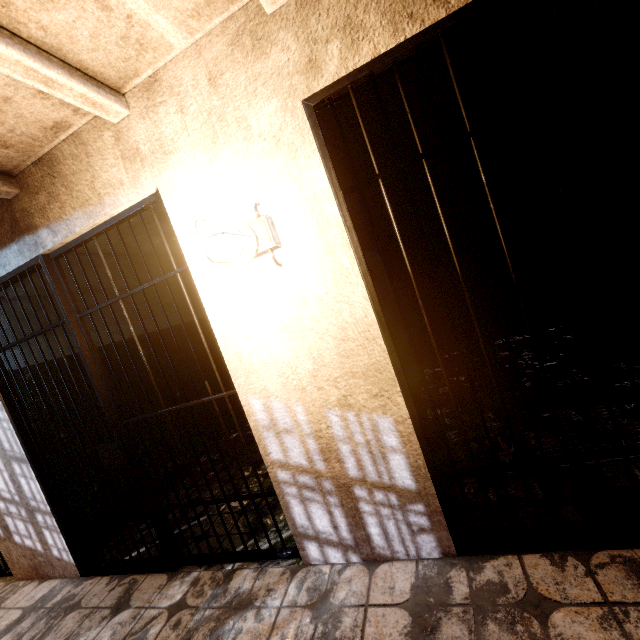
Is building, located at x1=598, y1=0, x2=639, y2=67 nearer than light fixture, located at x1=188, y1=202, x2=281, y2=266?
No

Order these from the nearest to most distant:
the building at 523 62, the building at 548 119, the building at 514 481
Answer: the building at 514 481, the building at 523 62, the building at 548 119

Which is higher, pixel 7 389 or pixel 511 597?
pixel 7 389

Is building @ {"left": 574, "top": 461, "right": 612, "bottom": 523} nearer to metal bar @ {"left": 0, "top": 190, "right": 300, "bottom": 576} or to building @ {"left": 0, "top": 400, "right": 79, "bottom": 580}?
building @ {"left": 0, "top": 400, "right": 79, "bottom": 580}

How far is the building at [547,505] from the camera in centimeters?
169cm

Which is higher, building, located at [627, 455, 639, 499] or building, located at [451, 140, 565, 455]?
building, located at [451, 140, 565, 455]
